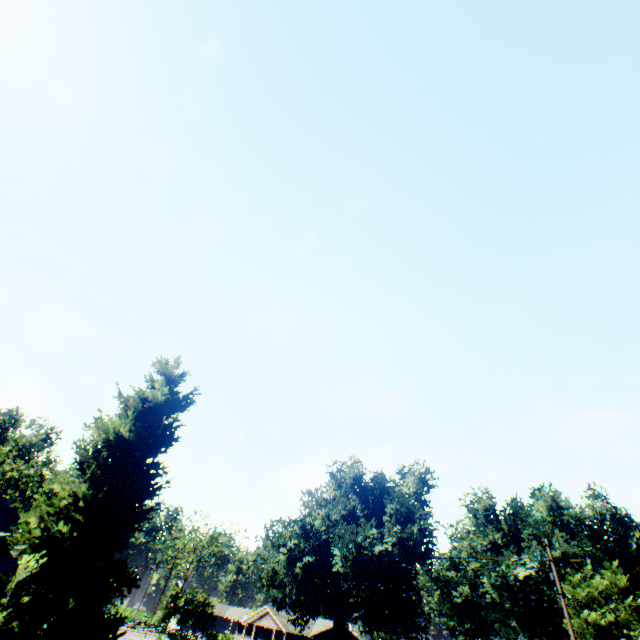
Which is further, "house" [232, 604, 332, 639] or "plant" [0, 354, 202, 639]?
"house" [232, 604, 332, 639]

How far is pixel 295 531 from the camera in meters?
37.9

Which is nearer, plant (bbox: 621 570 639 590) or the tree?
the tree

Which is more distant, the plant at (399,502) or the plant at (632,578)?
the plant at (632,578)

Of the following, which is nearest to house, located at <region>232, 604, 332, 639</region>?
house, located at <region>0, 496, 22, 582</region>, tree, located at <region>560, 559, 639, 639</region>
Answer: house, located at <region>0, 496, 22, 582</region>

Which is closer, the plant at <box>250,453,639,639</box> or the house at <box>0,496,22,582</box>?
the house at <box>0,496,22,582</box>

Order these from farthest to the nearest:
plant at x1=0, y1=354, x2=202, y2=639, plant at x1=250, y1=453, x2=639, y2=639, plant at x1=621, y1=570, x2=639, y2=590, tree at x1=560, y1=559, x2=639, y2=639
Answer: plant at x1=621, y1=570, x2=639, y2=590
plant at x1=250, y1=453, x2=639, y2=639
tree at x1=560, y1=559, x2=639, y2=639
plant at x1=0, y1=354, x2=202, y2=639

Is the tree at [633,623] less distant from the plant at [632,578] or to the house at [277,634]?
the plant at [632,578]
